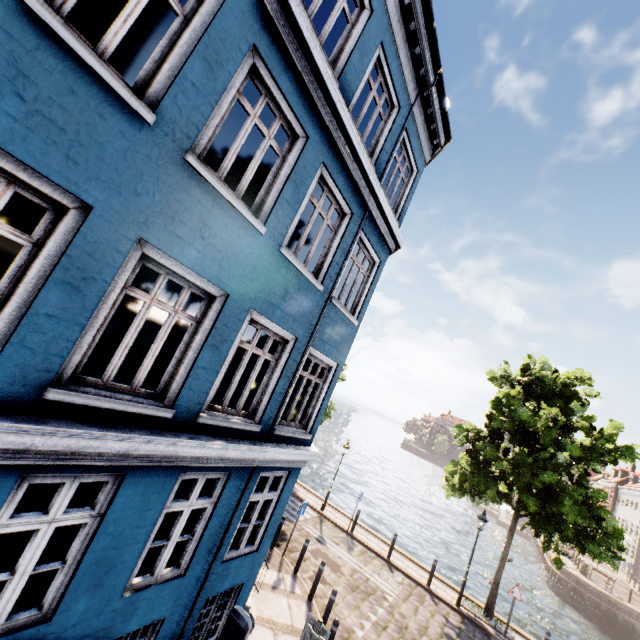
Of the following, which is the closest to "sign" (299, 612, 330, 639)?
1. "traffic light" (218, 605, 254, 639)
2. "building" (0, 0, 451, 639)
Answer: "building" (0, 0, 451, 639)

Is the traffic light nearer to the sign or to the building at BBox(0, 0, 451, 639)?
the building at BBox(0, 0, 451, 639)

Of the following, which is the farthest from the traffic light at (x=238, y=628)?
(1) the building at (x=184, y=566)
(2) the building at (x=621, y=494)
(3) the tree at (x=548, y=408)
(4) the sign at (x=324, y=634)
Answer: (2) the building at (x=621, y=494)

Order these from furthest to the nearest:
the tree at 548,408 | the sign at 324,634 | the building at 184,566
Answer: the tree at 548,408 → the sign at 324,634 → the building at 184,566

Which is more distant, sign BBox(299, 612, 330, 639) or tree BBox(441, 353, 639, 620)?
tree BBox(441, 353, 639, 620)

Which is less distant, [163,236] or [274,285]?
[163,236]

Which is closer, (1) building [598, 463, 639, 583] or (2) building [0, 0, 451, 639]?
(2) building [0, 0, 451, 639]

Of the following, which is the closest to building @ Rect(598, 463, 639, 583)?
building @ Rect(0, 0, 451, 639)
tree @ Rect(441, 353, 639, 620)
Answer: tree @ Rect(441, 353, 639, 620)
